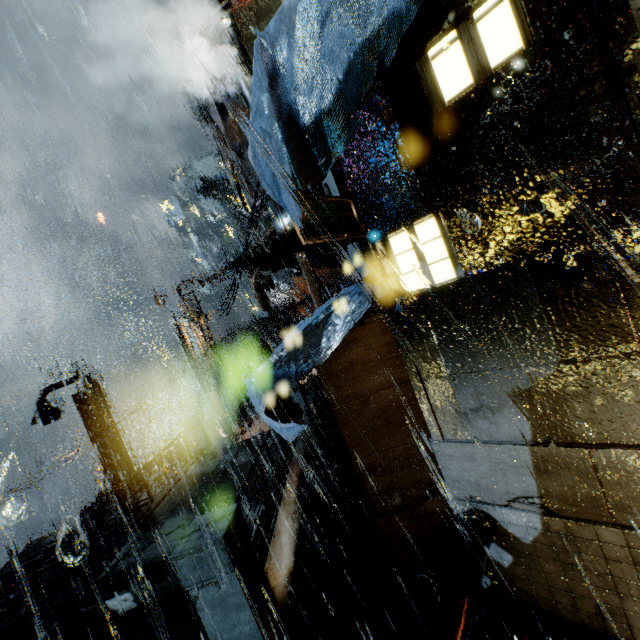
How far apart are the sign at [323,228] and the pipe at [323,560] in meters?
6.3 m

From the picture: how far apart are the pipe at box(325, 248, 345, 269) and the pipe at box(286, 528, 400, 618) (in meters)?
11.03

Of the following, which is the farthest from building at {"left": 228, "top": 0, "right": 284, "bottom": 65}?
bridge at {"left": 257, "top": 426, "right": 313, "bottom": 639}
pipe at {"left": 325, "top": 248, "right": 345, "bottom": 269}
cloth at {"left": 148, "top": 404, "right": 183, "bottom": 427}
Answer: cloth at {"left": 148, "top": 404, "right": 183, "bottom": 427}

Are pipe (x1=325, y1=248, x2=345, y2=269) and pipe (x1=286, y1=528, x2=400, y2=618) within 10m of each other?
no

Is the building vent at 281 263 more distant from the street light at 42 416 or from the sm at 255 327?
the sm at 255 327

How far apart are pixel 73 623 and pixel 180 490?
4.3 meters

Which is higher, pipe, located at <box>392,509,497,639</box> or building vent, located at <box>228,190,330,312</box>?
building vent, located at <box>228,190,330,312</box>

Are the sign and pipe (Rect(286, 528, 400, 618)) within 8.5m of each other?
yes
